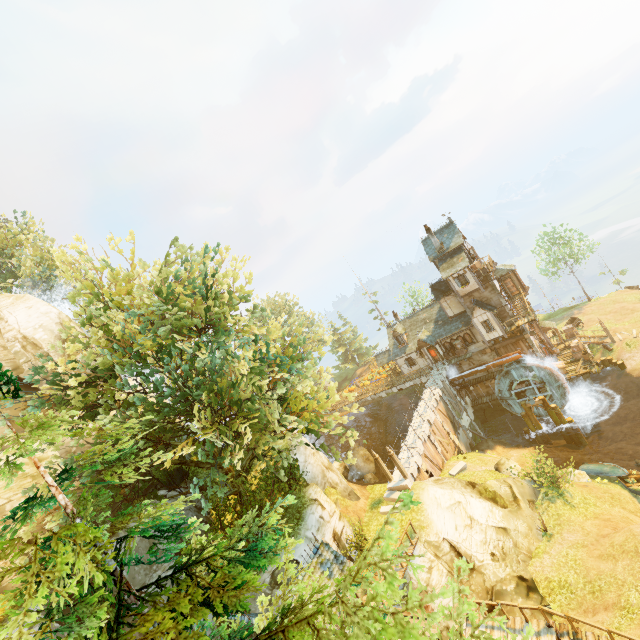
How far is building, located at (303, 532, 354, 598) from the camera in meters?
13.9 m

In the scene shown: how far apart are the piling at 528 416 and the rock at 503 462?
8.7m

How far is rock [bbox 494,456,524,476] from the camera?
24.1 meters

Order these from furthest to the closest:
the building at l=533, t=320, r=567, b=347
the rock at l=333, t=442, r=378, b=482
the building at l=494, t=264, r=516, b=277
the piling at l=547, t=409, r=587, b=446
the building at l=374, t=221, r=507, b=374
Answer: the building at l=533, t=320, r=567, b=347, the building at l=494, t=264, r=516, b=277, the building at l=374, t=221, r=507, b=374, the rock at l=333, t=442, r=378, b=482, the piling at l=547, t=409, r=587, b=446

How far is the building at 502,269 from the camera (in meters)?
36.38

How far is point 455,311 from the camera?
37.6 meters

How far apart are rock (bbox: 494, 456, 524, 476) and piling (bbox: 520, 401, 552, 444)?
8.7 meters

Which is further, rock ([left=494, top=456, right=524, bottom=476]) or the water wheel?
the water wheel
